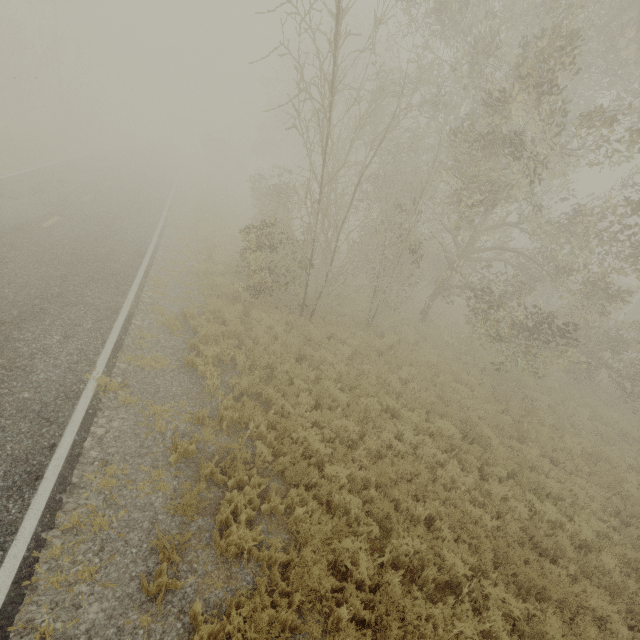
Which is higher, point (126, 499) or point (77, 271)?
point (77, 271)

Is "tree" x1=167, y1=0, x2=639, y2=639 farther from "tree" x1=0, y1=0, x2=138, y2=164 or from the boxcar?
the boxcar

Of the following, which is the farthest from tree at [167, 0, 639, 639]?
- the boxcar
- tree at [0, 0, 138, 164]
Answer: the boxcar

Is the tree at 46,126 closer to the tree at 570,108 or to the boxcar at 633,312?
the boxcar at 633,312

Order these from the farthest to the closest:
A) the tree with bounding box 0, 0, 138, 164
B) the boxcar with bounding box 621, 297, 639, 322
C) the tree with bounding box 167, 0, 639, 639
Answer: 1. the boxcar with bounding box 621, 297, 639, 322
2. the tree with bounding box 0, 0, 138, 164
3. the tree with bounding box 167, 0, 639, 639

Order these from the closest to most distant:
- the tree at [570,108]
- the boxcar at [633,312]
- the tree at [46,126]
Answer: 1. the tree at [570,108]
2. the tree at [46,126]
3. the boxcar at [633,312]
